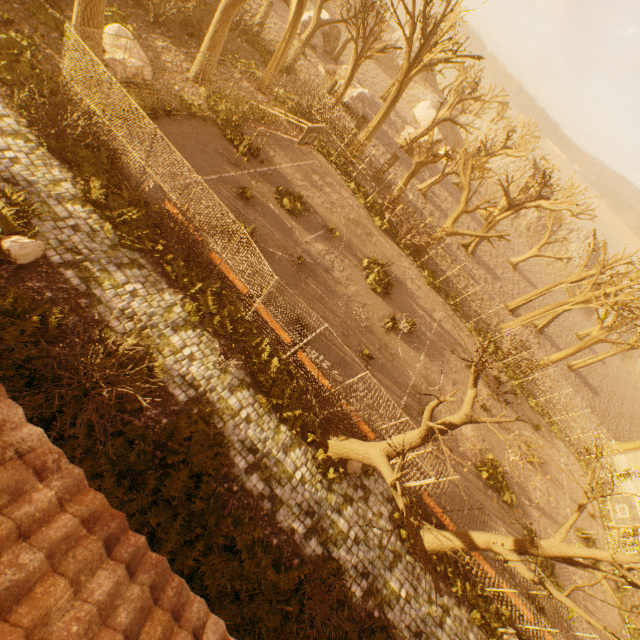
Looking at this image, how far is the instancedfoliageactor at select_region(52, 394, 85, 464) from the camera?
7.1 meters

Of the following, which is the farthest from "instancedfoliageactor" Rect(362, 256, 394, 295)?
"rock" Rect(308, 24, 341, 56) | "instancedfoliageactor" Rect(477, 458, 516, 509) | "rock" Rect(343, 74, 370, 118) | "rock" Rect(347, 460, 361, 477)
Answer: "rock" Rect(308, 24, 341, 56)

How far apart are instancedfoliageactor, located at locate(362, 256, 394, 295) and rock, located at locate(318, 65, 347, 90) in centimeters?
2548cm

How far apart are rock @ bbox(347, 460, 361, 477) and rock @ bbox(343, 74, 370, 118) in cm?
3382

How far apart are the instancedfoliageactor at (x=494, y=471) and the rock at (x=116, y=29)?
26.3m

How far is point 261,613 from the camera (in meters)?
7.76

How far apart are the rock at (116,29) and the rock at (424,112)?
49.2m

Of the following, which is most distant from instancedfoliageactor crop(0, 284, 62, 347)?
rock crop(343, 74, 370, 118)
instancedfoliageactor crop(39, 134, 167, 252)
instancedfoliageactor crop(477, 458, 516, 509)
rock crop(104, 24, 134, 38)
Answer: rock crop(343, 74, 370, 118)
